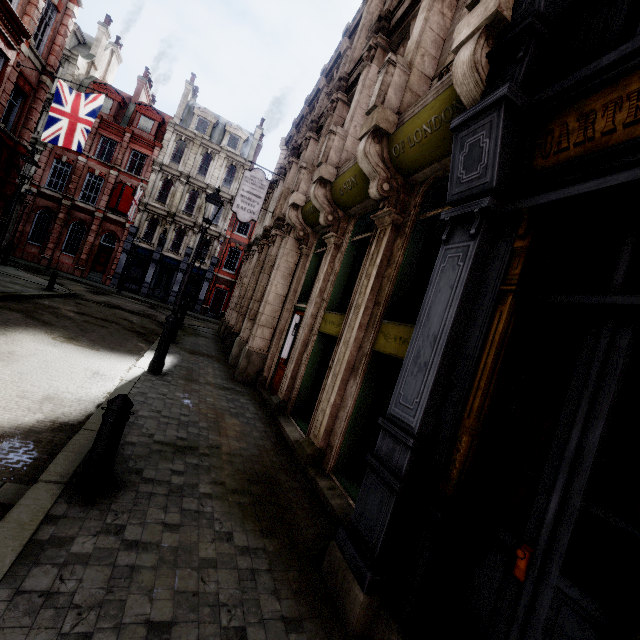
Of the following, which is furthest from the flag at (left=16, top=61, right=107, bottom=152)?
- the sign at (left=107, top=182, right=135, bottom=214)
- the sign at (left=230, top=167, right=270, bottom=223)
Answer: the sign at (left=107, top=182, right=135, bottom=214)

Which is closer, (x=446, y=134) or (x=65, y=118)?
(x=446, y=134)

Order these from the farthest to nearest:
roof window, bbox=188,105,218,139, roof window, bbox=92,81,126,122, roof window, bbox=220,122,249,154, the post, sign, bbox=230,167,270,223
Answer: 1. roof window, bbox=220,122,249,154
2. roof window, bbox=188,105,218,139
3. roof window, bbox=92,81,126,122
4. sign, bbox=230,167,270,223
5. the post

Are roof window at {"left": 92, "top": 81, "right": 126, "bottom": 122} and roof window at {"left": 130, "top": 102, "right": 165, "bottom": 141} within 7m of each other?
yes

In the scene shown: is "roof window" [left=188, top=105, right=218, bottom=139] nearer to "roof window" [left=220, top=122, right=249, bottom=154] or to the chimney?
"roof window" [left=220, top=122, right=249, bottom=154]

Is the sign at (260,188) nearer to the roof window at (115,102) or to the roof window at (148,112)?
Result: the roof window at (148,112)

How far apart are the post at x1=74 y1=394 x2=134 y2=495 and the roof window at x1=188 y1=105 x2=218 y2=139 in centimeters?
3573cm

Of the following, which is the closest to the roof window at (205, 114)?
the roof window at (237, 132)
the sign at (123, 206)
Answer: the roof window at (237, 132)
